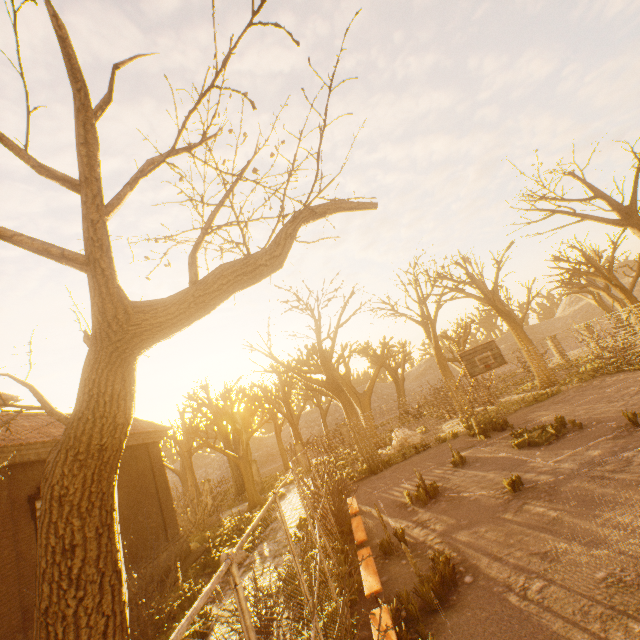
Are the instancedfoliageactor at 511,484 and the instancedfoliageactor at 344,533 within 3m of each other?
no

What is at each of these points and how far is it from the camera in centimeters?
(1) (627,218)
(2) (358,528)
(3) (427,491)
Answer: (1) tree, 1672cm
(2) bench, 912cm
(3) instancedfoliageactor, 1041cm

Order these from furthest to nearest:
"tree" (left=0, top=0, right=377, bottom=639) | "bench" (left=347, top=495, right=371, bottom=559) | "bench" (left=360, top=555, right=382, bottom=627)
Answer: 1. "bench" (left=347, top=495, right=371, bottom=559)
2. "bench" (left=360, top=555, right=382, bottom=627)
3. "tree" (left=0, top=0, right=377, bottom=639)

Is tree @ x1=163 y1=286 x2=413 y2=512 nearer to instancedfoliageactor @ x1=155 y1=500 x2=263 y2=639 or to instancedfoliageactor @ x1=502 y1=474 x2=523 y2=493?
instancedfoliageactor @ x1=155 y1=500 x2=263 y2=639

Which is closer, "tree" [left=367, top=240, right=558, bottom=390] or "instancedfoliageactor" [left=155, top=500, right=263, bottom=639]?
"instancedfoliageactor" [left=155, top=500, right=263, bottom=639]

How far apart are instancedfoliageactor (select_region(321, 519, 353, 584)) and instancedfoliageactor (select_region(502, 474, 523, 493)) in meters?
4.3

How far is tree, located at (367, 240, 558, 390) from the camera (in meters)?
20.33

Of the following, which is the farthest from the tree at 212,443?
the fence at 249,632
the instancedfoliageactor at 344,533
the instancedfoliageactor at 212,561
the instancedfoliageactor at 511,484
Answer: the instancedfoliageactor at 511,484
